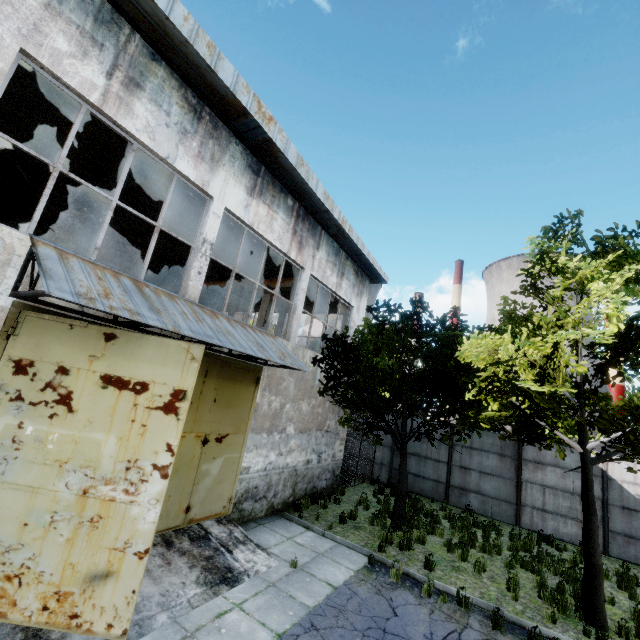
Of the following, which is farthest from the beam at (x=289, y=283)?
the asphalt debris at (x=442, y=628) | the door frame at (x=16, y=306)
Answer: the asphalt debris at (x=442, y=628)

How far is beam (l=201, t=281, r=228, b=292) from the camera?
16.4 meters

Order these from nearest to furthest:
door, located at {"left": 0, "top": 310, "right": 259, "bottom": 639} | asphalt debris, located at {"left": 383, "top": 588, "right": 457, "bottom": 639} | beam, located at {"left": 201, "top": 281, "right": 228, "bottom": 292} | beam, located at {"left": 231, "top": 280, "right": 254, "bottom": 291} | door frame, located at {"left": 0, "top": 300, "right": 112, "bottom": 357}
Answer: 1. door, located at {"left": 0, "top": 310, "right": 259, "bottom": 639}
2. door frame, located at {"left": 0, "top": 300, "right": 112, "bottom": 357}
3. asphalt debris, located at {"left": 383, "top": 588, "right": 457, "bottom": 639}
4. beam, located at {"left": 231, "top": 280, "right": 254, "bottom": 291}
5. beam, located at {"left": 201, "top": 281, "right": 228, "bottom": 292}

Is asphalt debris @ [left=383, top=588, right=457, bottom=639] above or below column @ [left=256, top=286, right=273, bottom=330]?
below

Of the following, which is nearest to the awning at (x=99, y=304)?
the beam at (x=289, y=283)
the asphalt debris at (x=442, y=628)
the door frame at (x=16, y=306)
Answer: the door frame at (x=16, y=306)

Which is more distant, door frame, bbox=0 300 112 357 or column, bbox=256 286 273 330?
column, bbox=256 286 273 330

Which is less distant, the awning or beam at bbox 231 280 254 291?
the awning

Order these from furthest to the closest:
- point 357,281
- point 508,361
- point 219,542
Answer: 1. point 357,281
2. point 508,361
3. point 219,542
